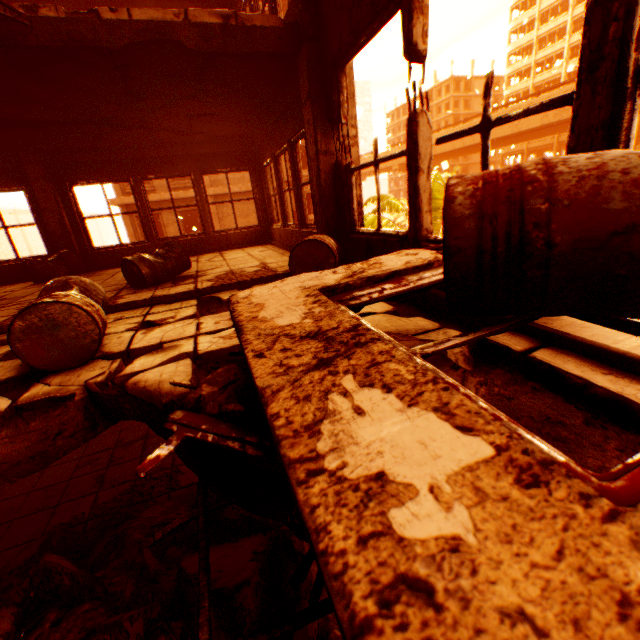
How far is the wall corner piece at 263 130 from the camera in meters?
4.9 m

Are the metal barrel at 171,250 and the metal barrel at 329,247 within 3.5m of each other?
yes

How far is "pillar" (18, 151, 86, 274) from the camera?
6.8m

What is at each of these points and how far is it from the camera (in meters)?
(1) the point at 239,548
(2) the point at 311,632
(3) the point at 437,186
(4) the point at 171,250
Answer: (1) rock pile, 3.39
(2) rock pile, 2.51
(3) rubble, 10.84
(4) metal barrel, 4.97

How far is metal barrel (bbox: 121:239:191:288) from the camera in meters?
4.6

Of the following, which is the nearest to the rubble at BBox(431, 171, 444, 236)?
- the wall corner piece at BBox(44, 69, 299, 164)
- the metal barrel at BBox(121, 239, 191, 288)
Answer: the wall corner piece at BBox(44, 69, 299, 164)

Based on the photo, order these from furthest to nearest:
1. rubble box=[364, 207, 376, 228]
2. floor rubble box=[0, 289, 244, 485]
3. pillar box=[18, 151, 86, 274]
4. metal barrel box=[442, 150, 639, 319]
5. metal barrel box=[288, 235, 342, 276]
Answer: rubble box=[364, 207, 376, 228] → pillar box=[18, 151, 86, 274] → metal barrel box=[288, 235, 342, 276] → floor rubble box=[0, 289, 244, 485] → metal barrel box=[442, 150, 639, 319]

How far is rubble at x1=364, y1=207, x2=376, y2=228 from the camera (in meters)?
10.09
